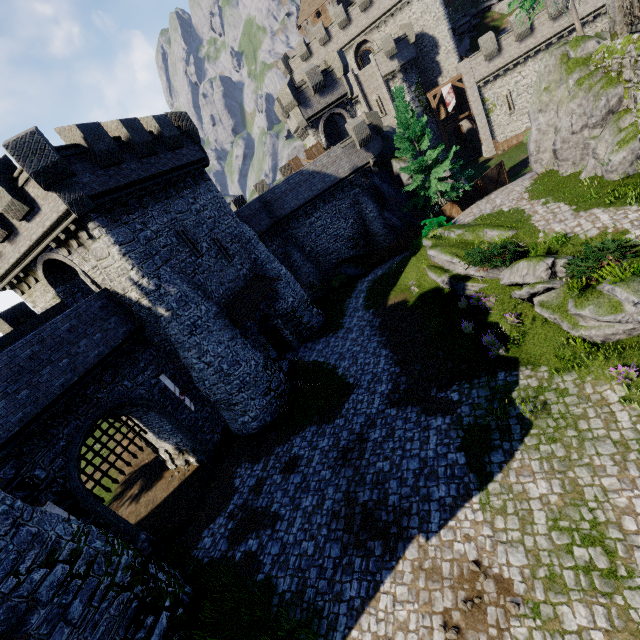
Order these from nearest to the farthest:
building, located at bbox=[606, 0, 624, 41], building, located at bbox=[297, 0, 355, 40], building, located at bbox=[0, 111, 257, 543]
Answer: building, located at bbox=[0, 111, 257, 543], building, located at bbox=[606, 0, 624, 41], building, located at bbox=[297, 0, 355, 40]

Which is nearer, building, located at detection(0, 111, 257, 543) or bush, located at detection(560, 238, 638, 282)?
bush, located at detection(560, 238, 638, 282)

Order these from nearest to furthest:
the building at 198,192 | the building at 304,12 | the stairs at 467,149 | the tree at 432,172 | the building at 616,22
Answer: the building at 198,192, the building at 616,22, the tree at 432,172, the stairs at 467,149, the building at 304,12

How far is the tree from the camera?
23.8m

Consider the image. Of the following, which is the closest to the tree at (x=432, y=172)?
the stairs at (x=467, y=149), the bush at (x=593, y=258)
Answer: the bush at (x=593, y=258)

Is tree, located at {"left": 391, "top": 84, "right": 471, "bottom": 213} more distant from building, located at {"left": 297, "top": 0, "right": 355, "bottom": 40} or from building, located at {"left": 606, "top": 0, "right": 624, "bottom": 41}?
building, located at {"left": 297, "top": 0, "right": 355, "bottom": 40}

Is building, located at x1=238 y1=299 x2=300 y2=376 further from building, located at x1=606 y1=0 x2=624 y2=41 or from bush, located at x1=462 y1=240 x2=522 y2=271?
building, located at x1=606 y1=0 x2=624 y2=41

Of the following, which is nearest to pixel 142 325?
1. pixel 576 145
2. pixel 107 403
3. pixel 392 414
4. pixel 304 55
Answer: pixel 107 403
